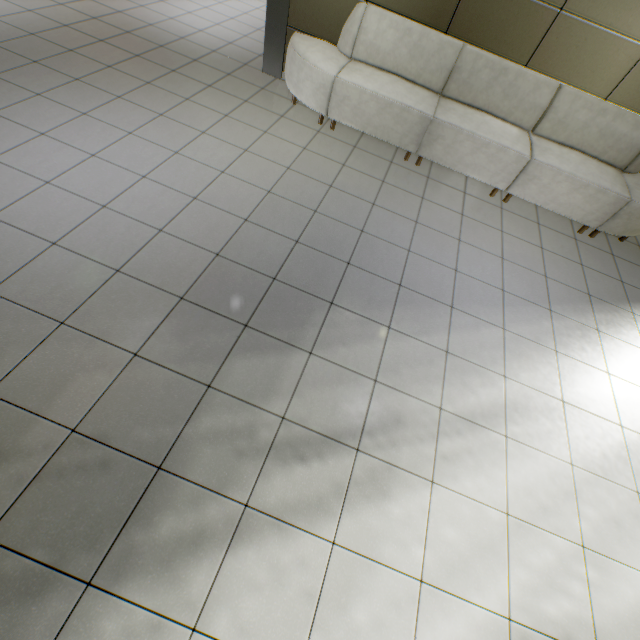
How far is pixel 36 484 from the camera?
1.5 meters
